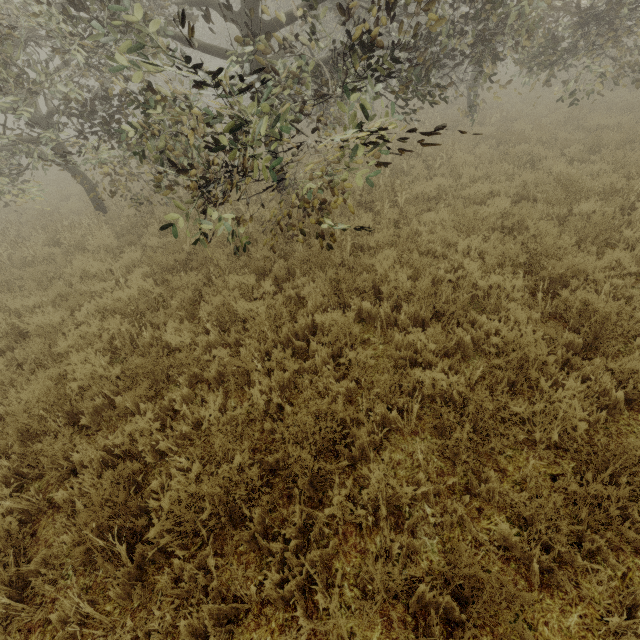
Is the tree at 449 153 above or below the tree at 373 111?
below

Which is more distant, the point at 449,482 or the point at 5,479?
the point at 5,479

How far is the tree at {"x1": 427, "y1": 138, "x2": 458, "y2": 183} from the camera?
8.8m

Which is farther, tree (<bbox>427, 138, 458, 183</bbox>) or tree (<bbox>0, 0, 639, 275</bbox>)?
tree (<bbox>427, 138, 458, 183</bbox>)

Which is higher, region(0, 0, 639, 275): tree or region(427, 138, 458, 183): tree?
region(0, 0, 639, 275): tree

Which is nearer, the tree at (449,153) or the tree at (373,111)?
the tree at (373,111)
